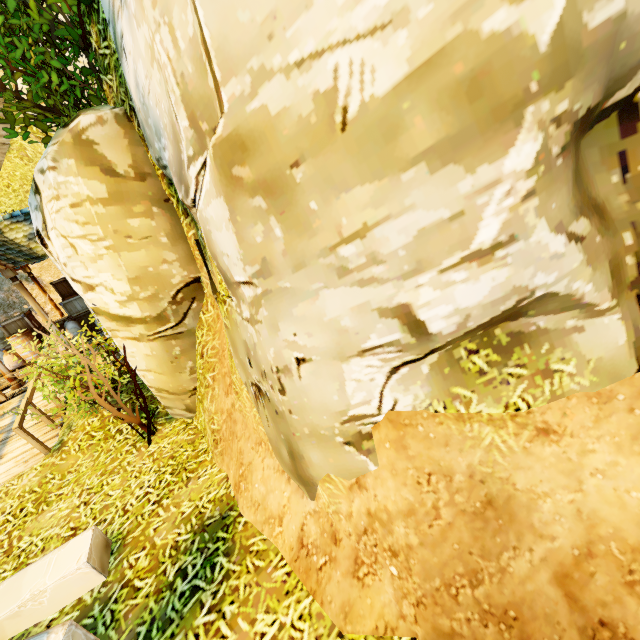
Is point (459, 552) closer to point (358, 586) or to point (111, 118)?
point (358, 586)

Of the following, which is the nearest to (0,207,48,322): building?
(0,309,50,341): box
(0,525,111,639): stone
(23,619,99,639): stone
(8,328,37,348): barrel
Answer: (0,309,50,341): box

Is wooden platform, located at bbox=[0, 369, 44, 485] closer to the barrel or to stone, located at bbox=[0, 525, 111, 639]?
the barrel

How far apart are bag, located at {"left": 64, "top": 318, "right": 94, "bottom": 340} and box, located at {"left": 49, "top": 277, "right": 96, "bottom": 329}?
0.6 meters

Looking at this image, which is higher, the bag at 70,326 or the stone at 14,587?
the bag at 70,326

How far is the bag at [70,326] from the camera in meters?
11.2

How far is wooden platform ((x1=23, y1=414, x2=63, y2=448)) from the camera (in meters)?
6.68

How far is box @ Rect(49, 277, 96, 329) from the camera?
12.3m
